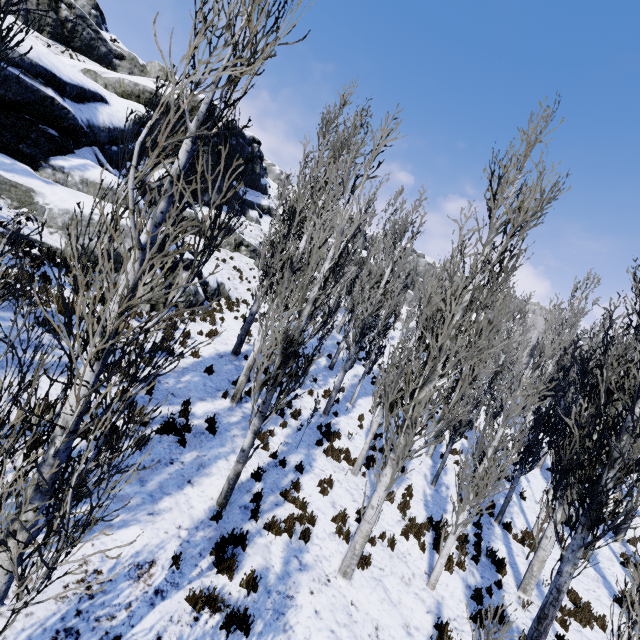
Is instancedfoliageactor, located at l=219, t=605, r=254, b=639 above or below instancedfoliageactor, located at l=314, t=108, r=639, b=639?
below

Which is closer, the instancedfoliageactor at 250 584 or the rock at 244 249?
the instancedfoliageactor at 250 584

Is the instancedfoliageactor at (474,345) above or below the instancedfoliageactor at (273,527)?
above

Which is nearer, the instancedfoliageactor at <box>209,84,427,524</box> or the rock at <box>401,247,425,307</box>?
the instancedfoliageactor at <box>209,84,427,524</box>

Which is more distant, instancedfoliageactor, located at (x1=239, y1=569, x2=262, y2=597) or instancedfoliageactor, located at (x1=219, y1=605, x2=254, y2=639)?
instancedfoliageactor, located at (x1=239, y1=569, x2=262, y2=597)

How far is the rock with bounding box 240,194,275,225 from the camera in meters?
33.6

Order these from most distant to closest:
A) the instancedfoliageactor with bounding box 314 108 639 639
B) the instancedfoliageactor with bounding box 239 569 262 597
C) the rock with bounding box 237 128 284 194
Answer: the rock with bounding box 237 128 284 194
the instancedfoliageactor with bounding box 314 108 639 639
the instancedfoliageactor with bounding box 239 569 262 597

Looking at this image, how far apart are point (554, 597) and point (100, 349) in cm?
965
